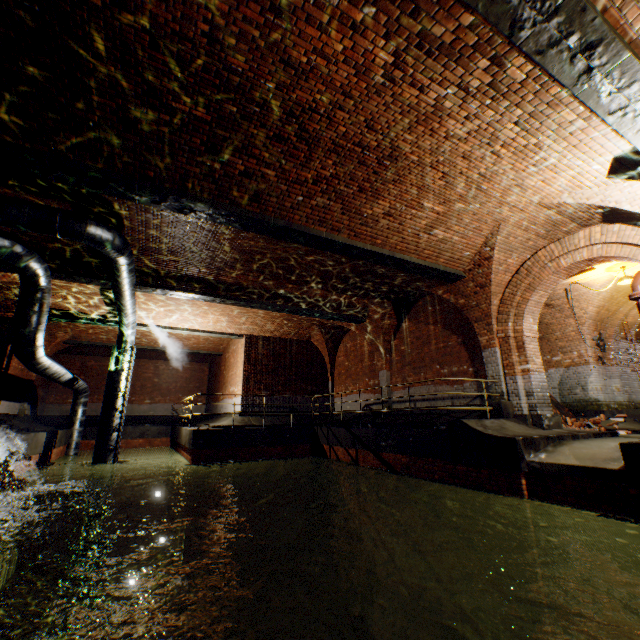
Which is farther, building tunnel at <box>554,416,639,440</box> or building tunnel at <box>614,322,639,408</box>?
building tunnel at <box>614,322,639,408</box>

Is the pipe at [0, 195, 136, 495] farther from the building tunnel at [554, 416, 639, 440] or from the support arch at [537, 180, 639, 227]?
the building tunnel at [554, 416, 639, 440]

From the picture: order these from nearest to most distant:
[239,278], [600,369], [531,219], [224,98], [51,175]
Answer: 1. [224,98]
2. [51,175]
3. [531,219]
4. [239,278]
5. [600,369]

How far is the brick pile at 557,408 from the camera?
11.3 meters

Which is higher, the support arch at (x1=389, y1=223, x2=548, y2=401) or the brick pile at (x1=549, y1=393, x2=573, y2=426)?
the support arch at (x1=389, y1=223, x2=548, y2=401)

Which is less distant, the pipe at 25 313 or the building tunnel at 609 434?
the pipe at 25 313

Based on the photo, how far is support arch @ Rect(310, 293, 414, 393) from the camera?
12.7 meters

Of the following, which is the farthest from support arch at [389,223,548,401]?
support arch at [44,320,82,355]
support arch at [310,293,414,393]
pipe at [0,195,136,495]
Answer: support arch at [44,320,82,355]
